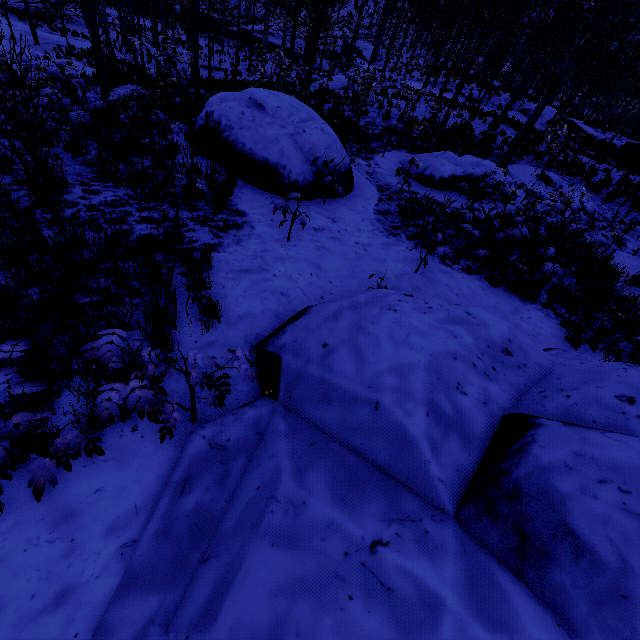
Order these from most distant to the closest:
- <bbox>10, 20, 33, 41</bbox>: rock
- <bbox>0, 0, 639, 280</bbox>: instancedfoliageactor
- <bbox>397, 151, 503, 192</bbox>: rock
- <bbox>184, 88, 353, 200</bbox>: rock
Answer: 1. <bbox>10, 20, 33, 41</bbox>: rock
2. <bbox>397, 151, 503, 192</bbox>: rock
3. <bbox>184, 88, 353, 200</bbox>: rock
4. <bbox>0, 0, 639, 280</bbox>: instancedfoliageactor

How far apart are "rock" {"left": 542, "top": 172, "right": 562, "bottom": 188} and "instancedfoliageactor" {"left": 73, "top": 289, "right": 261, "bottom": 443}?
14.76m

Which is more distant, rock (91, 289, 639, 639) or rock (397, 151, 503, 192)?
rock (397, 151, 503, 192)

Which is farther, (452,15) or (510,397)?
(452,15)

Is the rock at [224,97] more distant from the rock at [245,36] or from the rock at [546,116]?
the rock at [245,36]

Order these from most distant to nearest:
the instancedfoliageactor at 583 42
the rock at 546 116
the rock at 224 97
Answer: the rock at 546 116
the rock at 224 97
the instancedfoliageactor at 583 42

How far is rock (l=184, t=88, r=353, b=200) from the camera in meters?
6.6

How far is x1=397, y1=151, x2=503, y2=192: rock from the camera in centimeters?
932cm
